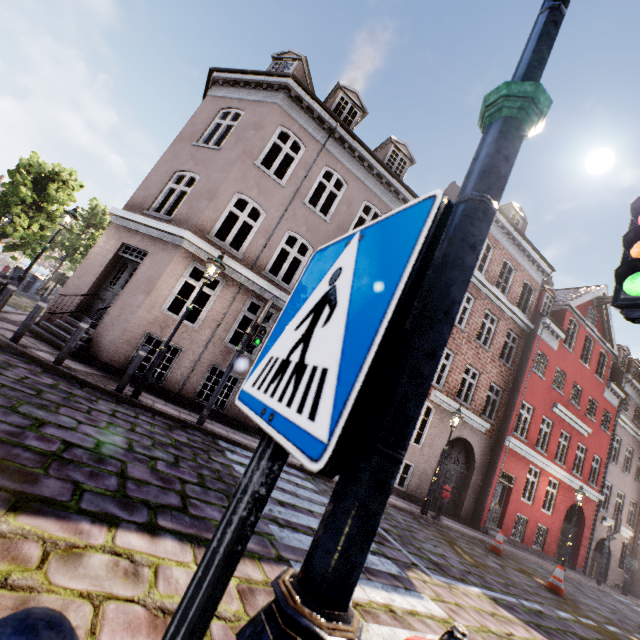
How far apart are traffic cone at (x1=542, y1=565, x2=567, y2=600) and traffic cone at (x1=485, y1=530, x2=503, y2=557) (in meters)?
1.28

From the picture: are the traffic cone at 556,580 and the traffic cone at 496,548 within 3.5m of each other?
yes

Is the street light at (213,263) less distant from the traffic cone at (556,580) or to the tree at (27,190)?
the tree at (27,190)

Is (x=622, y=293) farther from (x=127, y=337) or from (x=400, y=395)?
(x=127, y=337)

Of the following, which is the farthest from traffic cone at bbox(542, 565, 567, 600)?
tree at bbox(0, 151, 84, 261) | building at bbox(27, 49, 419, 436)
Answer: → tree at bbox(0, 151, 84, 261)

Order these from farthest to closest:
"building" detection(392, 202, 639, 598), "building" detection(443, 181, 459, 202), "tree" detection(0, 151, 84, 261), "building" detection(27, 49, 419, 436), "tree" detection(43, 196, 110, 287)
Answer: "tree" detection(43, 196, 110, 287) → "tree" detection(0, 151, 84, 261) → "building" detection(443, 181, 459, 202) → "building" detection(392, 202, 639, 598) → "building" detection(27, 49, 419, 436)

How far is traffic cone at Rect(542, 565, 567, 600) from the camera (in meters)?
9.27

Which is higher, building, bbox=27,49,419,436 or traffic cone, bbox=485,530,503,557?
building, bbox=27,49,419,436
